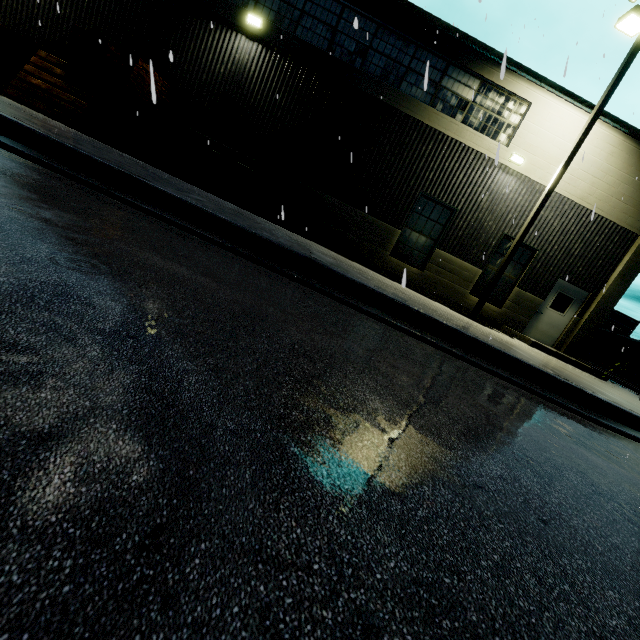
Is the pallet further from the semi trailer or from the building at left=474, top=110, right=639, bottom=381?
the semi trailer

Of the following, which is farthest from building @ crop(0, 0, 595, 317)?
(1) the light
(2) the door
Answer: (1) the light

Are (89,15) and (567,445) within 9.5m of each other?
no

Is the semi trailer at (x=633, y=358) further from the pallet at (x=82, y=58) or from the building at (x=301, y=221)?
the pallet at (x=82, y=58)

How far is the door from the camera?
12.49m

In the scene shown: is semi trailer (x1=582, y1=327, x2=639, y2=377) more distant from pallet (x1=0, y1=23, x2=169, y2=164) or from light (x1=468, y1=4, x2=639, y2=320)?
pallet (x1=0, y1=23, x2=169, y2=164)

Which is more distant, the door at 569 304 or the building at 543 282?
the door at 569 304

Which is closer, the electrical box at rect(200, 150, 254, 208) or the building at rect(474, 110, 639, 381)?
the electrical box at rect(200, 150, 254, 208)
